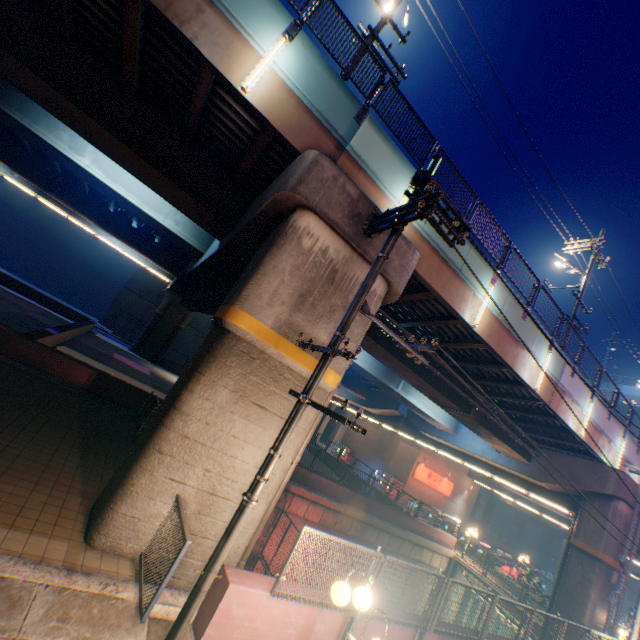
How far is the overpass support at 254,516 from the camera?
6.8m

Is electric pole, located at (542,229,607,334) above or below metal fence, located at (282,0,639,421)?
Result: above

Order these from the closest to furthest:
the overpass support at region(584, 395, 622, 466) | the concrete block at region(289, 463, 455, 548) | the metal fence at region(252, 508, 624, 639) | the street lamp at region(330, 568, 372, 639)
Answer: the street lamp at region(330, 568, 372, 639) → the metal fence at region(252, 508, 624, 639) → the overpass support at region(584, 395, 622, 466) → the concrete block at region(289, 463, 455, 548)

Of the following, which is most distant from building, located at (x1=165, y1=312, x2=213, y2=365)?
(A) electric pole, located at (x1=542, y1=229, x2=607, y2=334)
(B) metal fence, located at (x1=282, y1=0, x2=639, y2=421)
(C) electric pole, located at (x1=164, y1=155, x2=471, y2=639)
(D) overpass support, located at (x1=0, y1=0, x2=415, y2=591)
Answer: (C) electric pole, located at (x1=164, y1=155, x2=471, y2=639)

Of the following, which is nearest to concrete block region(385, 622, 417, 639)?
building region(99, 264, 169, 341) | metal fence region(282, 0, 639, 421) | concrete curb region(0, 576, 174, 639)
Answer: concrete curb region(0, 576, 174, 639)

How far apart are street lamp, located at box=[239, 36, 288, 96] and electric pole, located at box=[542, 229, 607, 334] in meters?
17.7

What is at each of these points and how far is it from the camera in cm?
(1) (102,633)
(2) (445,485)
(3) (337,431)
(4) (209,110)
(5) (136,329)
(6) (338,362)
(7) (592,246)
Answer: (1) concrete curb, 437
(2) sign, 3562
(3) building, 5847
(4) overpass support, 878
(5) building, 4603
(6) overpass support, 790
(7) electric pole, 1692
